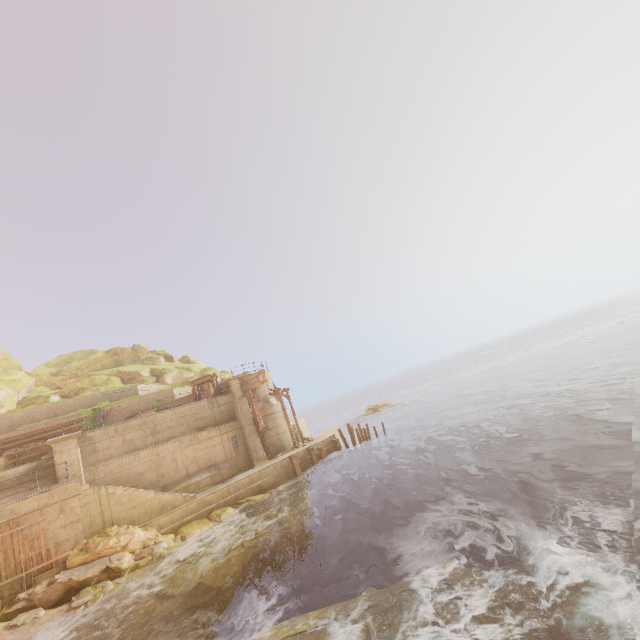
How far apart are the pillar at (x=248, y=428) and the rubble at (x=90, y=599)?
9.86m

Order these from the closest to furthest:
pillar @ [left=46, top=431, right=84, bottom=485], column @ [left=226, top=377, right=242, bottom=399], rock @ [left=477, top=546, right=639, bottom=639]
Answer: rock @ [left=477, top=546, right=639, bottom=639] → pillar @ [left=46, top=431, right=84, bottom=485] → column @ [left=226, top=377, right=242, bottom=399]

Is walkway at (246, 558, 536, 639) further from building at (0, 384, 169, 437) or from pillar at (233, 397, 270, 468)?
pillar at (233, 397, 270, 468)

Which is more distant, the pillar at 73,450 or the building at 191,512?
the building at 191,512

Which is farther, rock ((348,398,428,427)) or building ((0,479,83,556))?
rock ((348,398,428,427))

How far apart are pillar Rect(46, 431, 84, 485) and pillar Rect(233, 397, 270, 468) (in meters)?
9.62

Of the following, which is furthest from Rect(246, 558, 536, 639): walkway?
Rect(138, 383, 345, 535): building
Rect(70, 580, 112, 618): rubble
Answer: Rect(138, 383, 345, 535): building

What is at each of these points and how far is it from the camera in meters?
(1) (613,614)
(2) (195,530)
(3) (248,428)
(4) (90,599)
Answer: (1) rock, 5.3 m
(2) rock, 17.7 m
(3) pillar, 25.1 m
(4) rubble, 13.4 m
